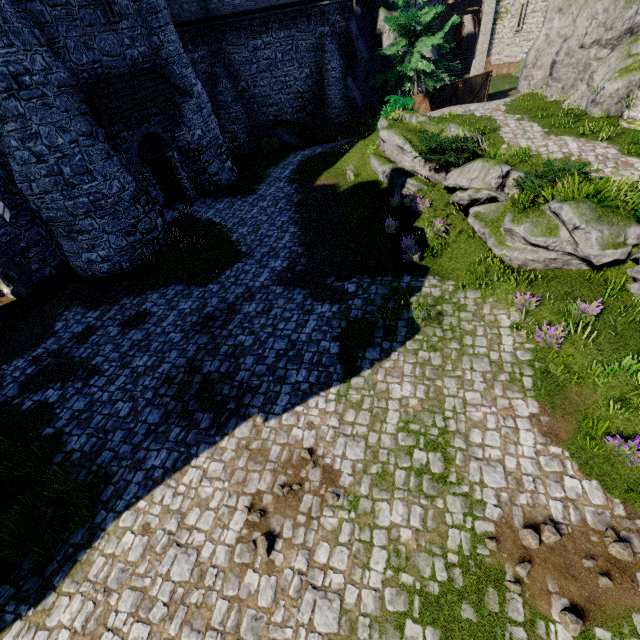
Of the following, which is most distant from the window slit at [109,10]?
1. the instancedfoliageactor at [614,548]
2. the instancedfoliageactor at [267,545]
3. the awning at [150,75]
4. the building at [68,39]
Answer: the instancedfoliageactor at [614,548]

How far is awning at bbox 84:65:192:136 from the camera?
13.0 meters

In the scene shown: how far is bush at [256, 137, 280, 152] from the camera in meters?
24.8 m

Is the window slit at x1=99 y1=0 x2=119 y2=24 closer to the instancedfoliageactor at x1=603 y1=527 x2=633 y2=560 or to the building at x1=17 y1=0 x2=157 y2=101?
the building at x1=17 y1=0 x2=157 y2=101

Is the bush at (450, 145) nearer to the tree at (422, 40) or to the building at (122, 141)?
the tree at (422, 40)

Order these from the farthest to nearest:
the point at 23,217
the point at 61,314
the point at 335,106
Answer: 1. the point at 335,106
2. the point at 23,217
3. the point at 61,314

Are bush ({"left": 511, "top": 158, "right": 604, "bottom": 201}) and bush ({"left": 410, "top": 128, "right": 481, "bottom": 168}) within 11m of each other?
yes

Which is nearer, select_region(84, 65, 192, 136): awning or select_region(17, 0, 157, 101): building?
select_region(17, 0, 157, 101): building
